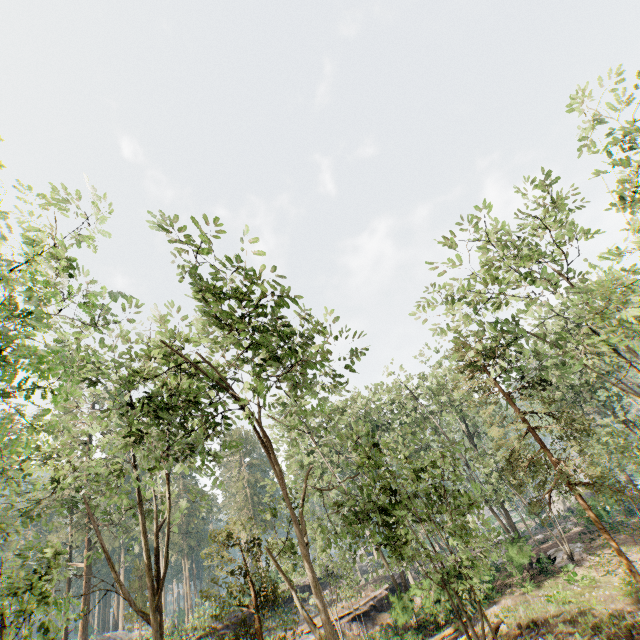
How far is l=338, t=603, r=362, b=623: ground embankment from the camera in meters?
27.0

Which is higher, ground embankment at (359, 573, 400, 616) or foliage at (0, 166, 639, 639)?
foliage at (0, 166, 639, 639)

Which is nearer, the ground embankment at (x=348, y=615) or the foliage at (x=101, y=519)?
the foliage at (x=101, y=519)

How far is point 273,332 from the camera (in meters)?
12.45

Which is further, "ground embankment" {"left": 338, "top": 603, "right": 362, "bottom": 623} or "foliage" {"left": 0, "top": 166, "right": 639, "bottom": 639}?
"ground embankment" {"left": 338, "top": 603, "right": 362, "bottom": 623}

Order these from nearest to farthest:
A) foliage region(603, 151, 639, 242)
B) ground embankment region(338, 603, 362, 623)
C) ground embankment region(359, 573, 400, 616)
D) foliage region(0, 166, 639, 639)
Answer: foliage region(0, 166, 639, 639)
foliage region(603, 151, 639, 242)
ground embankment region(338, 603, 362, 623)
ground embankment region(359, 573, 400, 616)

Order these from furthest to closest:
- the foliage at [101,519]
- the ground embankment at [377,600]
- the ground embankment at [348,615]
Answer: the ground embankment at [377,600], the ground embankment at [348,615], the foliage at [101,519]
